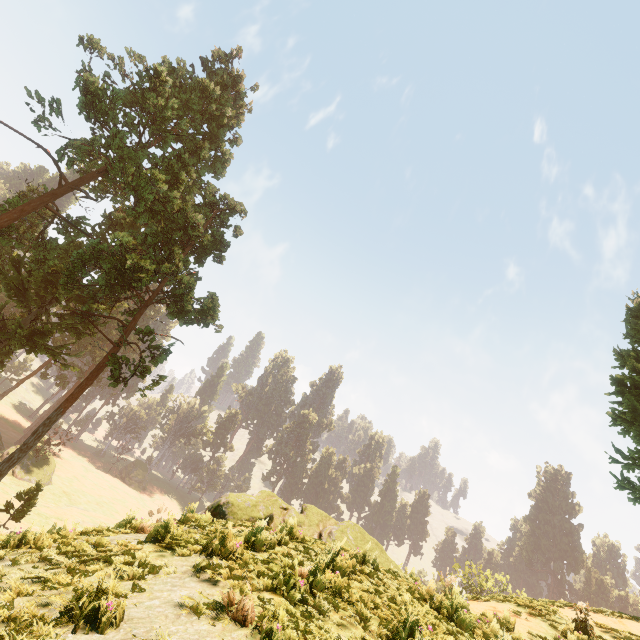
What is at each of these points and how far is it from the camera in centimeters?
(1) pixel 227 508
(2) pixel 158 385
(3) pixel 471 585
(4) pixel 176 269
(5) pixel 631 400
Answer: (1) rock, 1042cm
(2) treerock, 2181cm
(3) treerock, 4191cm
(4) treerock, 2342cm
(5) treerock, 1517cm

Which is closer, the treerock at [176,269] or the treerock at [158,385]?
the treerock at [158,385]

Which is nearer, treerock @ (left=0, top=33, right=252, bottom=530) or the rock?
the rock

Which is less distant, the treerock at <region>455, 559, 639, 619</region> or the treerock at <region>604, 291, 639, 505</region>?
the treerock at <region>455, 559, 639, 619</region>

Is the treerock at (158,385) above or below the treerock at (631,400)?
below

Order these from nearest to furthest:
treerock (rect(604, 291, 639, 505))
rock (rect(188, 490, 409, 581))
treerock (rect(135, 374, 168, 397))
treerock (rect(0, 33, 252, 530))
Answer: rock (rect(188, 490, 409, 581)) → treerock (rect(604, 291, 639, 505)) → treerock (rect(135, 374, 168, 397)) → treerock (rect(0, 33, 252, 530))

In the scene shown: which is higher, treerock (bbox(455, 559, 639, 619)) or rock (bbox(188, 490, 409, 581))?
treerock (bbox(455, 559, 639, 619))
